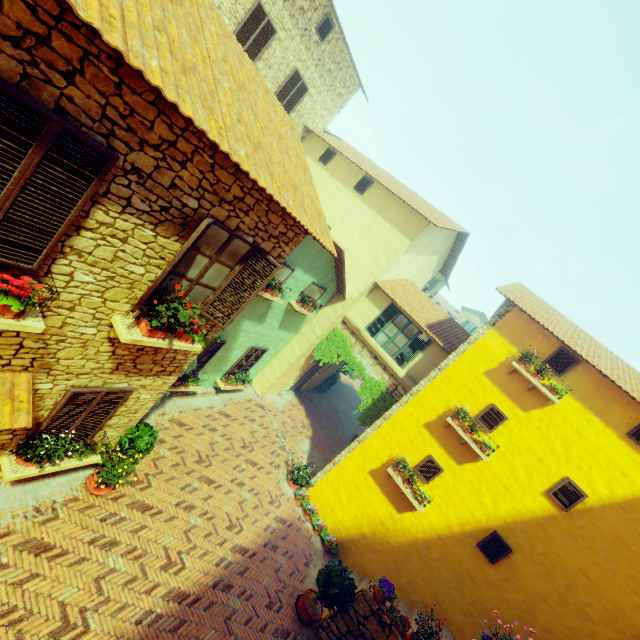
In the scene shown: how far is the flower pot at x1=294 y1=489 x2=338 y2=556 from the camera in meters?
10.6

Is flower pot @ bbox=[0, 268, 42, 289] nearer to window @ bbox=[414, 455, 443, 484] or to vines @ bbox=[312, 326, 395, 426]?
vines @ bbox=[312, 326, 395, 426]

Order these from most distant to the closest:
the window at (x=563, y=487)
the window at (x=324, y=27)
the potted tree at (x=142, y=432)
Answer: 1. the window at (x=324, y=27)
2. the window at (x=563, y=487)
3. the potted tree at (x=142, y=432)

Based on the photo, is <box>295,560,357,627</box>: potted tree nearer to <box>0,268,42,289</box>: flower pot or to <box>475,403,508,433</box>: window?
<box>475,403,508,433</box>: window

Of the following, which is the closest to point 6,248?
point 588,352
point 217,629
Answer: point 217,629

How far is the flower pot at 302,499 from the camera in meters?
10.6

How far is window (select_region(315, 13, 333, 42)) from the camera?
12.02m

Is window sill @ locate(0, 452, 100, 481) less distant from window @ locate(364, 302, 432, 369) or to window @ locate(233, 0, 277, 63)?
window @ locate(364, 302, 432, 369)
